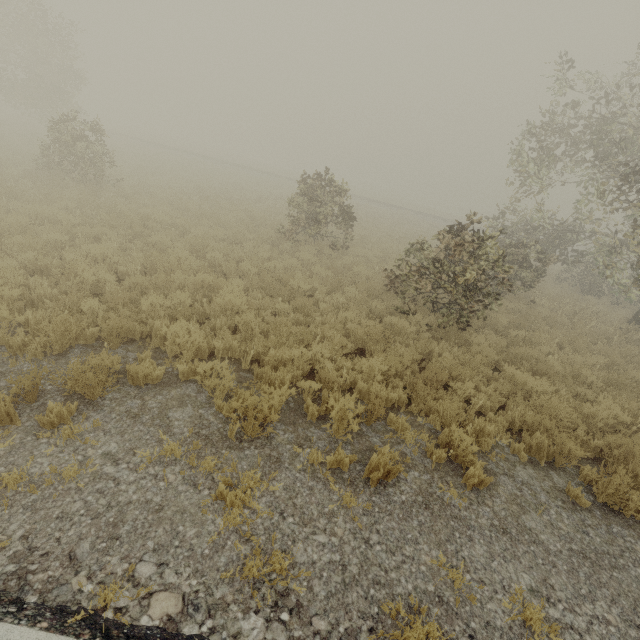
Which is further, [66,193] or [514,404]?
[66,193]
